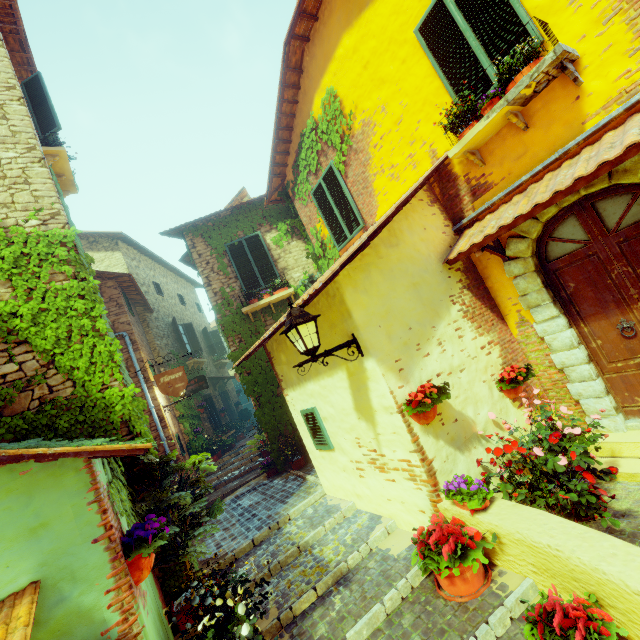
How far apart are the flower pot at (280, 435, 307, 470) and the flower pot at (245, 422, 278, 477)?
1.93m

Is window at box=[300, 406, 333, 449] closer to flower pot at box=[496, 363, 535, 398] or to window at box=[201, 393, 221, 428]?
flower pot at box=[496, 363, 535, 398]

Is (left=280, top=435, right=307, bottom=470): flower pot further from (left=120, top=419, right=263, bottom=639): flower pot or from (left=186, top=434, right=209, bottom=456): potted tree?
(left=186, top=434, right=209, bottom=456): potted tree

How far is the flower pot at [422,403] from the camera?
3.5 meters

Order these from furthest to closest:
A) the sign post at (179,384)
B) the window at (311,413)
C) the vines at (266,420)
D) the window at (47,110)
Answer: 1. the vines at (266,420)
2. the window at (47,110)
3. the sign post at (179,384)
4. the window at (311,413)

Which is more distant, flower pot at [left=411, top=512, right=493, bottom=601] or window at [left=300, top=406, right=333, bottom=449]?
window at [left=300, top=406, right=333, bottom=449]

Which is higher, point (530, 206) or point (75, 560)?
point (530, 206)

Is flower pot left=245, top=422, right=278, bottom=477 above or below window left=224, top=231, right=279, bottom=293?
below
